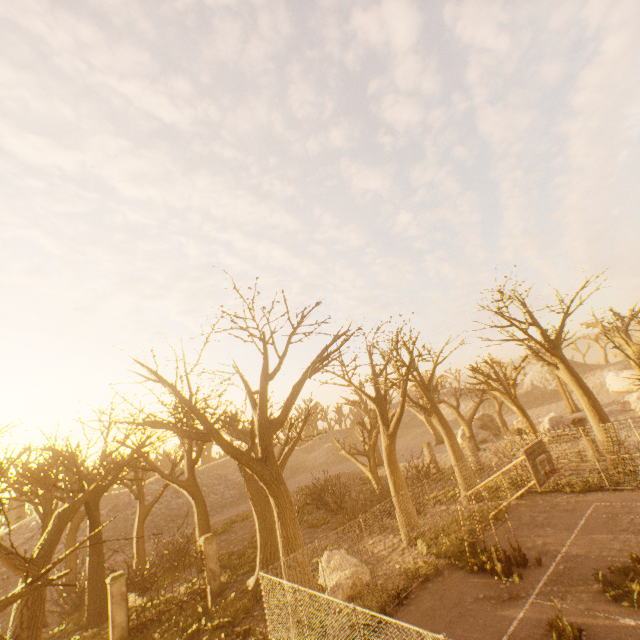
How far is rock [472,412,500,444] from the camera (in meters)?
37.41

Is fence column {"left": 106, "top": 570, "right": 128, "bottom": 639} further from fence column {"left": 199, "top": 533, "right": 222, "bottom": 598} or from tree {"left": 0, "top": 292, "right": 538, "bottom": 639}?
tree {"left": 0, "top": 292, "right": 538, "bottom": 639}

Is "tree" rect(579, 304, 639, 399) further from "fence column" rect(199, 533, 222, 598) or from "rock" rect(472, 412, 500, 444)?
"rock" rect(472, 412, 500, 444)

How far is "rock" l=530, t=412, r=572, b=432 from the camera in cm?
2805

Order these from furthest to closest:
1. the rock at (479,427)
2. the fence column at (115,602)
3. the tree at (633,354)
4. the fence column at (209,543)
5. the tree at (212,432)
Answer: the rock at (479,427)
the tree at (633,354)
the fence column at (209,543)
the fence column at (115,602)
the tree at (212,432)

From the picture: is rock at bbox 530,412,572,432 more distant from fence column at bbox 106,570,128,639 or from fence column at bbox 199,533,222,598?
fence column at bbox 106,570,128,639

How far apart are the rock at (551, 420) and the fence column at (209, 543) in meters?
27.0

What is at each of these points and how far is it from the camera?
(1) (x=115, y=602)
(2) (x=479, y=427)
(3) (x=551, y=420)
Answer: (1) fence column, 13.53m
(2) rock, 39.88m
(3) rock, 28.78m
